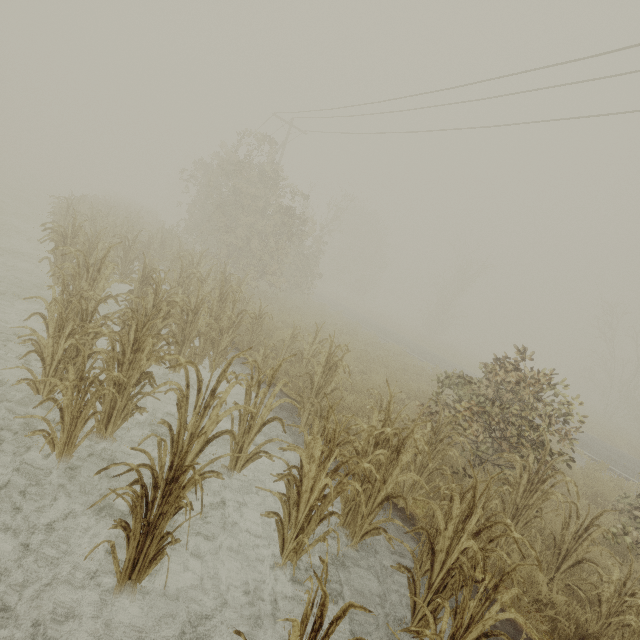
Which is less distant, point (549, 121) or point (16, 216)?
point (549, 121)

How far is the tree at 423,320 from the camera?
37.1 meters

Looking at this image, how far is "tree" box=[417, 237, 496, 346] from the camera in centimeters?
3712cm
